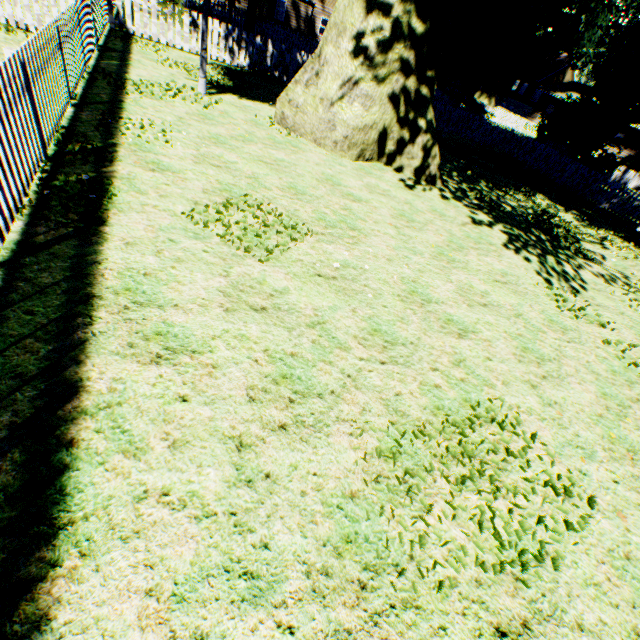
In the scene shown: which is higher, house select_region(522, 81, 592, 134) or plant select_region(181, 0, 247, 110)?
house select_region(522, 81, 592, 134)

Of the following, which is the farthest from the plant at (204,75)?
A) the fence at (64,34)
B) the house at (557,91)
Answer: the house at (557,91)

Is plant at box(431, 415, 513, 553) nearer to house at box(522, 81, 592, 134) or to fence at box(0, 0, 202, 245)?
fence at box(0, 0, 202, 245)

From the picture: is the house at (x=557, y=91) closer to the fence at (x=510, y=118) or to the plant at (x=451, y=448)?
the fence at (x=510, y=118)

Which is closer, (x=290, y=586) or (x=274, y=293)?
(x=290, y=586)

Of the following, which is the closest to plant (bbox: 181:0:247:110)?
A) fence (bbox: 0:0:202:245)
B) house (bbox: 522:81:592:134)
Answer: fence (bbox: 0:0:202:245)
